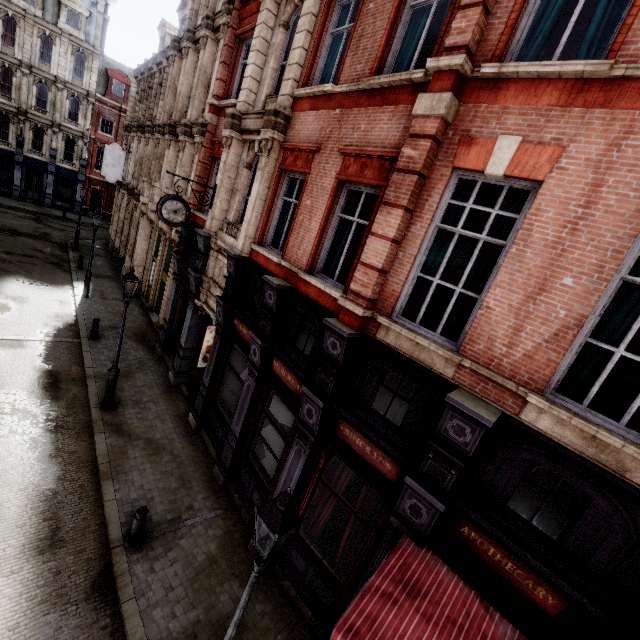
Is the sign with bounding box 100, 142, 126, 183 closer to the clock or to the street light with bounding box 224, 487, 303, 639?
the clock

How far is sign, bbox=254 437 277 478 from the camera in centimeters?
807cm

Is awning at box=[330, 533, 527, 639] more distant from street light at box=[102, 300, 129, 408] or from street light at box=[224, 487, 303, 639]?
street light at box=[102, 300, 129, 408]

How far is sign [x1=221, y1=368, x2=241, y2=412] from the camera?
9.7m

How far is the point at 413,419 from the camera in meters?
5.5 m

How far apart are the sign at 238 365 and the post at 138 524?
3.2m

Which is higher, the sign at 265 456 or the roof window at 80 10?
the roof window at 80 10

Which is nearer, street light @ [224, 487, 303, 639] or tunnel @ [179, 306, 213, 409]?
street light @ [224, 487, 303, 639]
